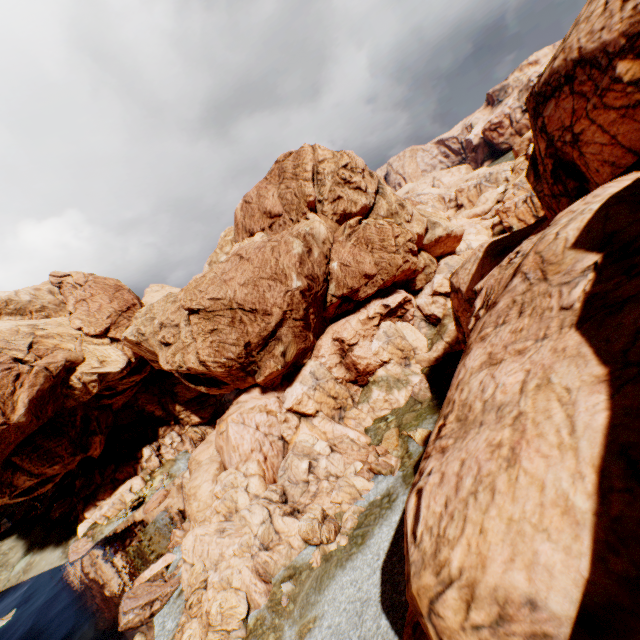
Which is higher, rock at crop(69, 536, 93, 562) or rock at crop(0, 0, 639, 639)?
rock at crop(0, 0, 639, 639)

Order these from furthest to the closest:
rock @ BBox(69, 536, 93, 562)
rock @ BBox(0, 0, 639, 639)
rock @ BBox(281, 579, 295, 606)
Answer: rock @ BBox(69, 536, 93, 562) < rock @ BBox(281, 579, 295, 606) < rock @ BBox(0, 0, 639, 639)

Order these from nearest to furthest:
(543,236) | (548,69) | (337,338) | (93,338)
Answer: (543,236)
(548,69)
(337,338)
(93,338)

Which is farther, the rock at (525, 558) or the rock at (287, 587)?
the rock at (287, 587)

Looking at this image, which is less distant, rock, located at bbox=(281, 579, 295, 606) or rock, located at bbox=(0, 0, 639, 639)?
rock, located at bbox=(0, 0, 639, 639)

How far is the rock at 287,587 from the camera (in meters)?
22.34
